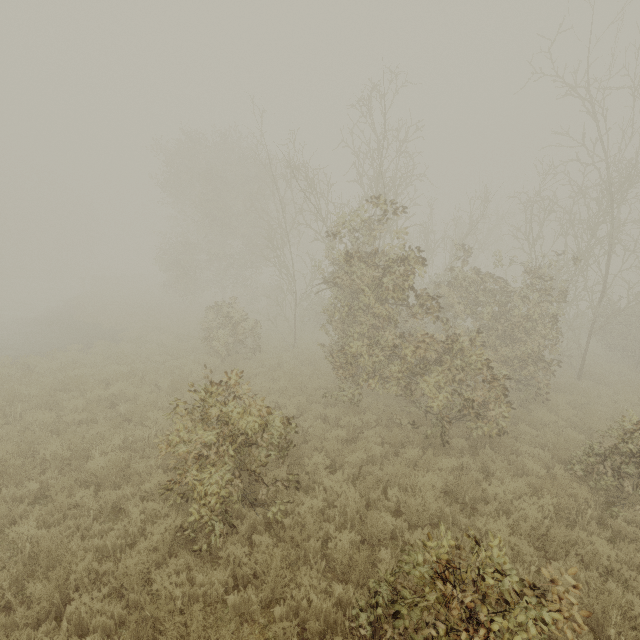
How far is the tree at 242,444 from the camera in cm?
505

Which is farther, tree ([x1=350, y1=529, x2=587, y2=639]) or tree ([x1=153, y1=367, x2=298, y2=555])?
tree ([x1=153, y1=367, x2=298, y2=555])

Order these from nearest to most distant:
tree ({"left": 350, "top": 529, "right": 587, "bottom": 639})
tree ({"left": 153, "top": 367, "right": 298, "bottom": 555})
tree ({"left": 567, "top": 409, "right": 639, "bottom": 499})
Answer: tree ({"left": 350, "top": 529, "right": 587, "bottom": 639}) < tree ({"left": 153, "top": 367, "right": 298, "bottom": 555}) < tree ({"left": 567, "top": 409, "right": 639, "bottom": 499})

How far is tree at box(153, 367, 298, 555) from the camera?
5.1m

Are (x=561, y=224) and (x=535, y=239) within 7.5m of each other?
yes

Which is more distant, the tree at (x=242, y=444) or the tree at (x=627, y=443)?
the tree at (x=627, y=443)
